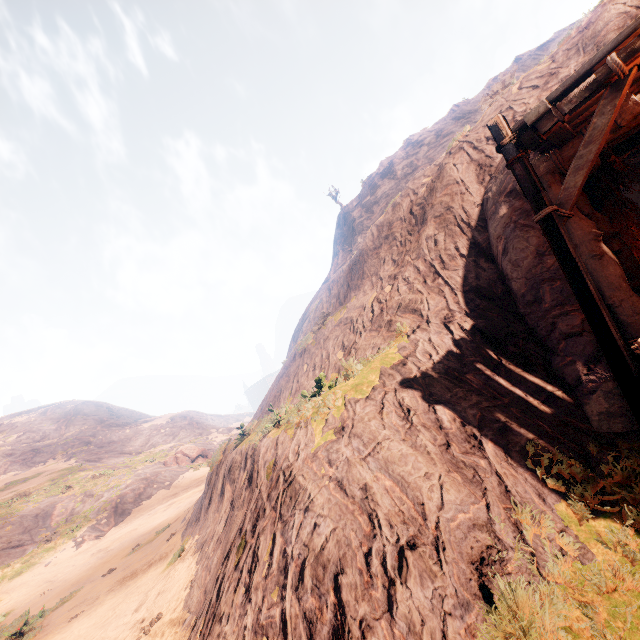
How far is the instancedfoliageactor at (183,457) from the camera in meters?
37.1

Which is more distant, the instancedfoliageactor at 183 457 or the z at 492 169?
the instancedfoliageactor at 183 457

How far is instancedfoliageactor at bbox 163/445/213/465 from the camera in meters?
37.1 m

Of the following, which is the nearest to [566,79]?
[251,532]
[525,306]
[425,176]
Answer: [525,306]

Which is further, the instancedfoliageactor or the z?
the instancedfoliageactor
